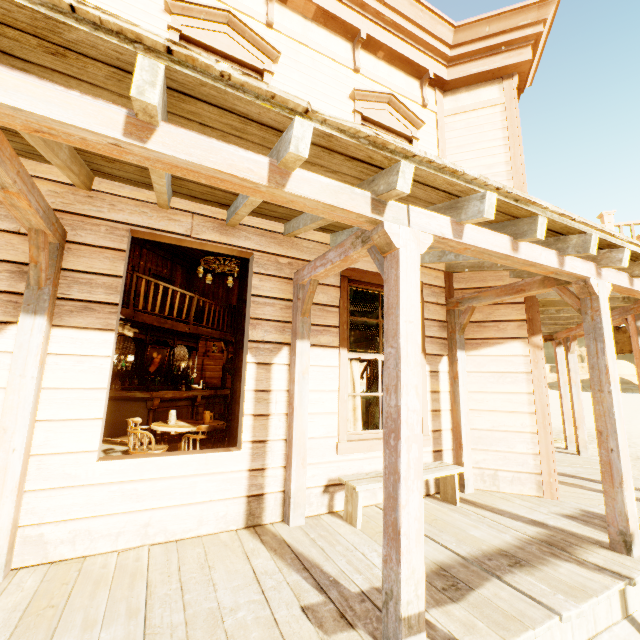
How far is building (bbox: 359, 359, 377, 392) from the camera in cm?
915

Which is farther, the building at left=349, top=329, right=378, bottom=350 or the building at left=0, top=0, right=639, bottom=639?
the building at left=349, top=329, right=378, bottom=350

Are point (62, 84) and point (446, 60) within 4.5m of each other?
no

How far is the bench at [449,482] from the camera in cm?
386

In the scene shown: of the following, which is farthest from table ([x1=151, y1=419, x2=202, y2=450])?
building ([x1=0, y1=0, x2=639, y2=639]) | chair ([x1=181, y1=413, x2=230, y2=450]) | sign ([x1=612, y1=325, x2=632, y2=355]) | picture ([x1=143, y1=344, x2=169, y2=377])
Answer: sign ([x1=612, y1=325, x2=632, y2=355])

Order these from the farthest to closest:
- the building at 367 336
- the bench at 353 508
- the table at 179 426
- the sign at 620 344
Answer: the building at 367 336
the sign at 620 344
the table at 179 426
the bench at 353 508

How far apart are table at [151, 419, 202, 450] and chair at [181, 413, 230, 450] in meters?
0.1

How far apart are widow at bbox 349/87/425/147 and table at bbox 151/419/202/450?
3.4m
